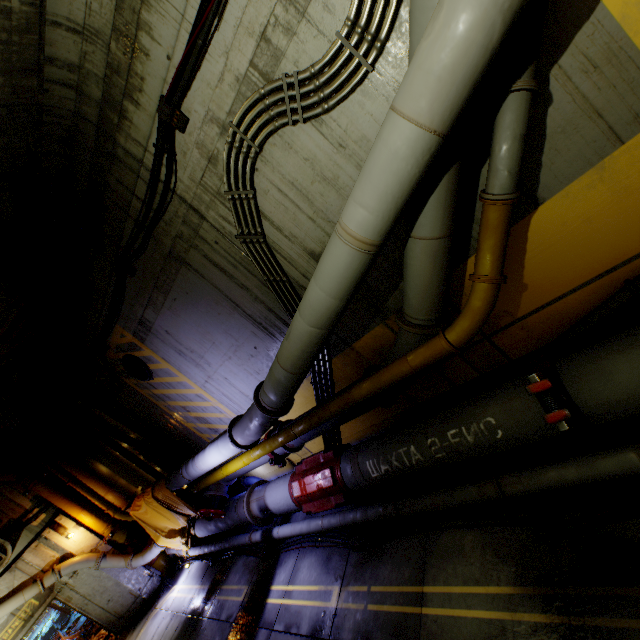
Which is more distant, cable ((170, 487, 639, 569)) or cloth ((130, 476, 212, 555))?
cloth ((130, 476, 212, 555))

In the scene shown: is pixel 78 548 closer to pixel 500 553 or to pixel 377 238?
pixel 500 553

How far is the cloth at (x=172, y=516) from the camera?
8.8m

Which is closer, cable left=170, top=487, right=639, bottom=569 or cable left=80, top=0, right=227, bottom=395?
cable left=170, top=487, right=639, bottom=569

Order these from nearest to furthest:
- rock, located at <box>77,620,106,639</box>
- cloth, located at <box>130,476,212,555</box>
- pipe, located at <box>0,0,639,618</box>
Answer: pipe, located at <box>0,0,639,618</box> < cloth, located at <box>130,476,212,555</box> < rock, located at <box>77,620,106,639</box>

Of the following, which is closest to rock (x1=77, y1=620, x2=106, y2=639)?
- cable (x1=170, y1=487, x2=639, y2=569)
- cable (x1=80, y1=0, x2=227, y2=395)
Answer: cable (x1=170, y1=487, x2=639, y2=569)

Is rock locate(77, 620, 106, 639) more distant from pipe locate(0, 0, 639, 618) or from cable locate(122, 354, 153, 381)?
cable locate(122, 354, 153, 381)

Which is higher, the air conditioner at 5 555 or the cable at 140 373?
the cable at 140 373
